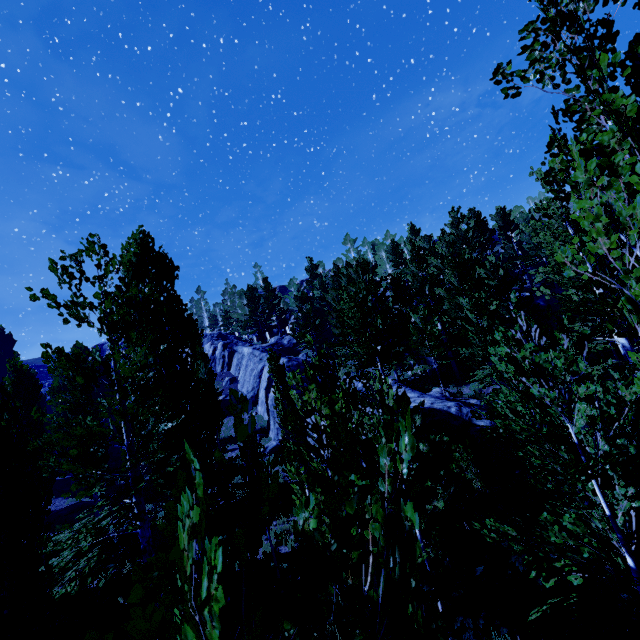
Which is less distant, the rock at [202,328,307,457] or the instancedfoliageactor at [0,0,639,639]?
the instancedfoliageactor at [0,0,639,639]

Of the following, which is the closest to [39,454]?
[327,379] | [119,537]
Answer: [119,537]

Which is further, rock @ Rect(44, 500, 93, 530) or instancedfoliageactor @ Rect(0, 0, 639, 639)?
rock @ Rect(44, 500, 93, 530)

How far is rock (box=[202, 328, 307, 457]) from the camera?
26.8 meters

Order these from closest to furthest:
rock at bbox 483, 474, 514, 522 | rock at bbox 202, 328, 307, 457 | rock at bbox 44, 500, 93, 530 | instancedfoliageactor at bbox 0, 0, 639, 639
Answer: instancedfoliageactor at bbox 0, 0, 639, 639 < rock at bbox 483, 474, 514, 522 < rock at bbox 44, 500, 93, 530 < rock at bbox 202, 328, 307, 457

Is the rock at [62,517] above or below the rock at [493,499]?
above

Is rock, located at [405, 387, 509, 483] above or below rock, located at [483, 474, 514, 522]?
above
